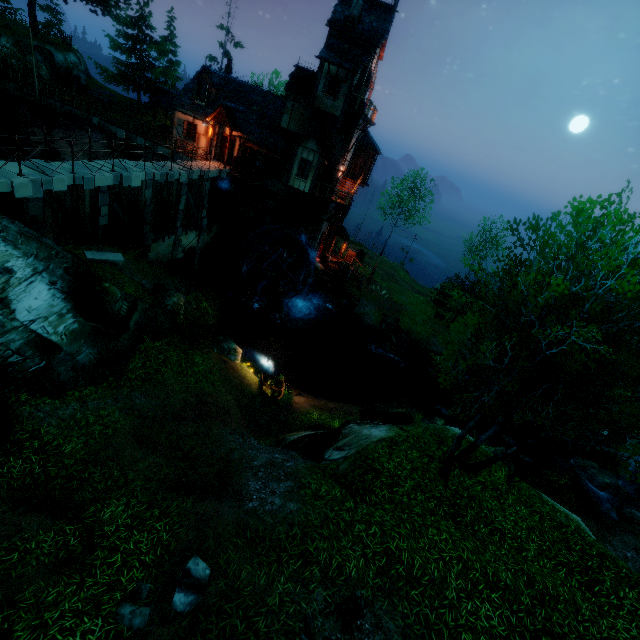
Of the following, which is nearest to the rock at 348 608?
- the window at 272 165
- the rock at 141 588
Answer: the rock at 141 588

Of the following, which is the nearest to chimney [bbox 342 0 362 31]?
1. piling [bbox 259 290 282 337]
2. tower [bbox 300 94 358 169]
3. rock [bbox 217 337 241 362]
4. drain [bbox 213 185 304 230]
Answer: tower [bbox 300 94 358 169]

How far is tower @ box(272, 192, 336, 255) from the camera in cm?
2719

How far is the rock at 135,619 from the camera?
5.7m

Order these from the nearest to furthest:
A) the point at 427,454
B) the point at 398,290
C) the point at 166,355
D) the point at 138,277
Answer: the point at 427,454
the point at 166,355
the point at 138,277
the point at 398,290

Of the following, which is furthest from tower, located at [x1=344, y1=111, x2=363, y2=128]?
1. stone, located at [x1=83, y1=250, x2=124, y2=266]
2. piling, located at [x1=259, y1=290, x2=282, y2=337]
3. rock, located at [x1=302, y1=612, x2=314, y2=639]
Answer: rock, located at [x1=302, y1=612, x2=314, y2=639]

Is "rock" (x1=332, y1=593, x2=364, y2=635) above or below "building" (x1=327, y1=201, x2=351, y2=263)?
above
